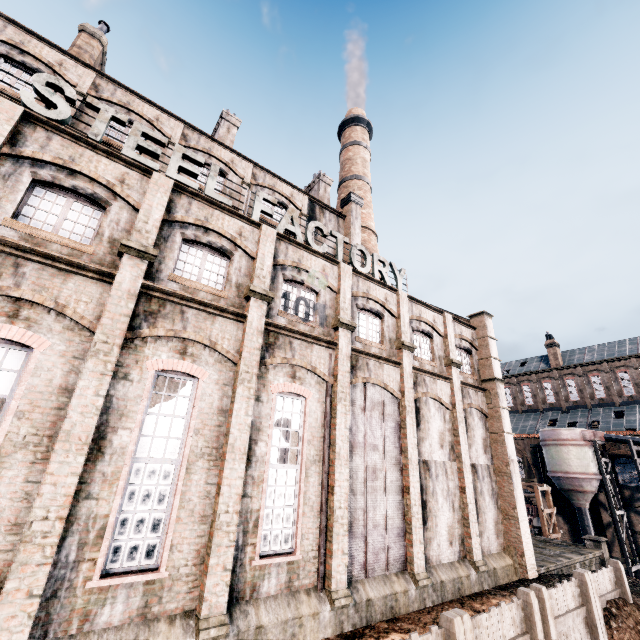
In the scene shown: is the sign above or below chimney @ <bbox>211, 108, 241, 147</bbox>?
below

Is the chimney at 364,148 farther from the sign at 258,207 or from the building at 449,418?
the sign at 258,207

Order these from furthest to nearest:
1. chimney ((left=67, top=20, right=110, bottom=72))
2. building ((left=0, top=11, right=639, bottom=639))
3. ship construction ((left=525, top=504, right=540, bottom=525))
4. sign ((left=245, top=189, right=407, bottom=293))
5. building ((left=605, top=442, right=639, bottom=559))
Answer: ship construction ((left=525, top=504, right=540, bottom=525))
building ((left=605, top=442, right=639, bottom=559))
chimney ((left=67, top=20, right=110, bottom=72))
sign ((left=245, top=189, right=407, bottom=293))
building ((left=0, top=11, right=639, bottom=639))

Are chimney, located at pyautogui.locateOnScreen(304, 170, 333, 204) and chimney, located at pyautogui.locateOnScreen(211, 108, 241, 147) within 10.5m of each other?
yes

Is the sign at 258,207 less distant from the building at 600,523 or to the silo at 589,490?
the building at 600,523

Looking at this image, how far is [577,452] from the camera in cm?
3609

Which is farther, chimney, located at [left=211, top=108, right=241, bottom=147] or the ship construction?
the ship construction

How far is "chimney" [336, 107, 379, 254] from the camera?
31.6 meters
